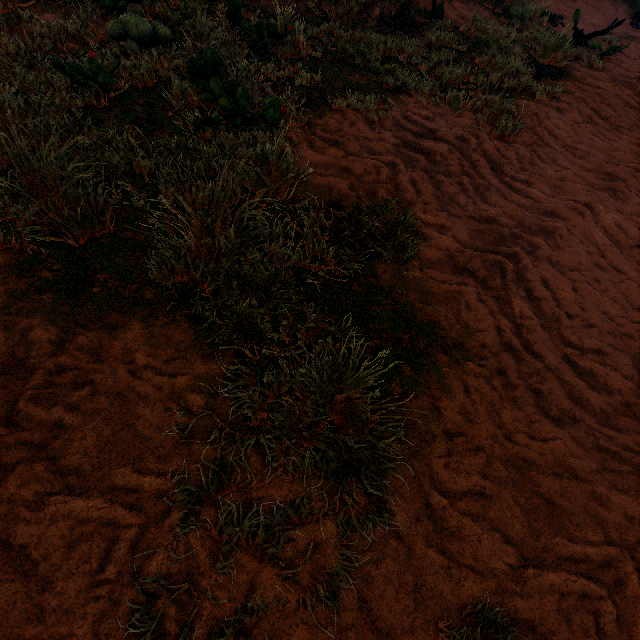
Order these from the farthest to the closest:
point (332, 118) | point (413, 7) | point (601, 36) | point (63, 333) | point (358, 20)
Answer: point (601, 36), point (413, 7), point (358, 20), point (332, 118), point (63, 333)
